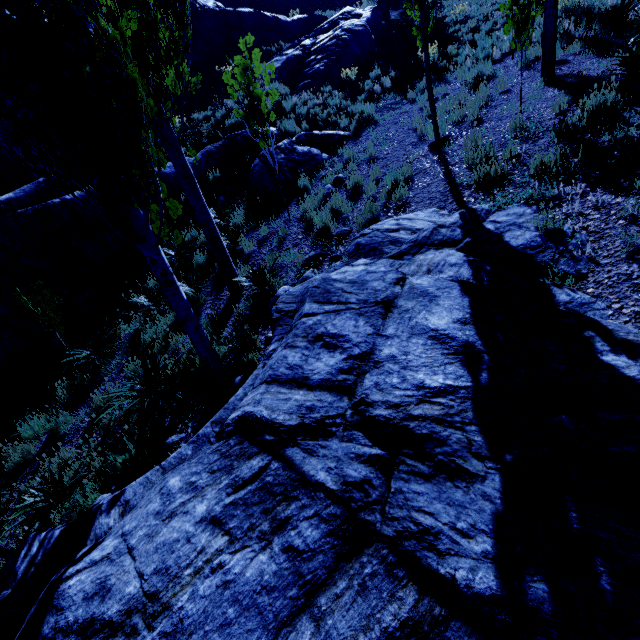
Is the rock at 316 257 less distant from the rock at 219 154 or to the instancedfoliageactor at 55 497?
the instancedfoliageactor at 55 497

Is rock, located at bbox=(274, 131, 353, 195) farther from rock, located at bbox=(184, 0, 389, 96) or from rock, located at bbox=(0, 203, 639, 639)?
rock, located at bbox=(184, 0, 389, 96)

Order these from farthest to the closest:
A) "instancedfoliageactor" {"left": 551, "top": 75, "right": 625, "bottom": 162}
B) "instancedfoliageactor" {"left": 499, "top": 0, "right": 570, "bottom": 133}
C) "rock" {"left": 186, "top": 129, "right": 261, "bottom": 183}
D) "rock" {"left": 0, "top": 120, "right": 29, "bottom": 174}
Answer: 1. "rock" {"left": 0, "top": 120, "right": 29, "bottom": 174}
2. "rock" {"left": 186, "top": 129, "right": 261, "bottom": 183}
3. "instancedfoliageactor" {"left": 499, "top": 0, "right": 570, "bottom": 133}
4. "instancedfoliageactor" {"left": 551, "top": 75, "right": 625, "bottom": 162}

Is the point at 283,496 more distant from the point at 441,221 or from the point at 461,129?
the point at 461,129

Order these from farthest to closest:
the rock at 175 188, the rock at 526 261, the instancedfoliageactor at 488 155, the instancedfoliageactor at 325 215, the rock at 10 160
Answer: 1. the rock at 10 160
2. the rock at 175 188
3. the instancedfoliageactor at 325 215
4. the instancedfoliageactor at 488 155
5. the rock at 526 261

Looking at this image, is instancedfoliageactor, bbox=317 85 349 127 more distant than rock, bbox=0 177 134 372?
Yes

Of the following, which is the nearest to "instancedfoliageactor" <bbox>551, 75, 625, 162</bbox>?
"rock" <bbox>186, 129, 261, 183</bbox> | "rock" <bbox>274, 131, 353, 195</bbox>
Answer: "rock" <bbox>274, 131, 353, 195</bbox>

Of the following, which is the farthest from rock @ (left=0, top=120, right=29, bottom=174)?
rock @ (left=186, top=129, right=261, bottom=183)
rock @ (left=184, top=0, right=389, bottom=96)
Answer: rock @ (left=186, top=129, right=261, bottom=183)
